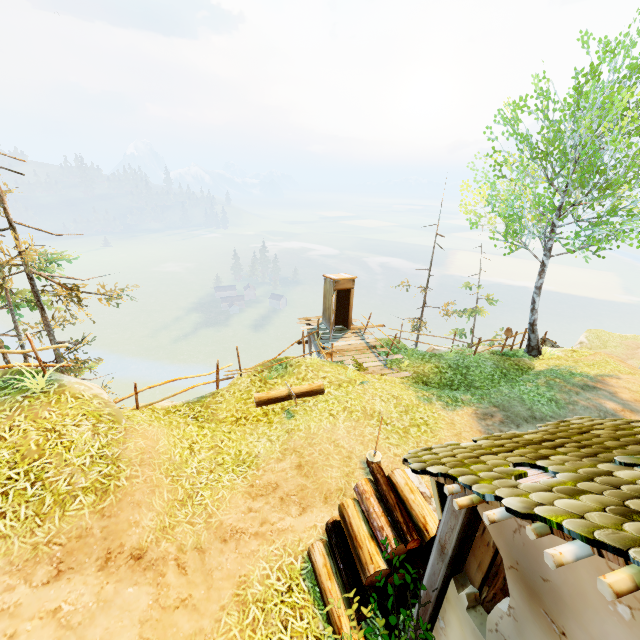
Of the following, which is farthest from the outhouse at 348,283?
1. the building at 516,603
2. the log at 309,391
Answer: the building at 516,603

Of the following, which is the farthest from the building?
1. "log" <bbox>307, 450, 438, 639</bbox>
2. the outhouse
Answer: the outhouse

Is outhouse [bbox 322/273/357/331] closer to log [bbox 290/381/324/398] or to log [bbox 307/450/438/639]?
log [bbox 290/381/324/398]

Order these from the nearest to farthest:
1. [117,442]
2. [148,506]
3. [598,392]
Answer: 1. [148,506]
2. [117,442]
3. [598,392]

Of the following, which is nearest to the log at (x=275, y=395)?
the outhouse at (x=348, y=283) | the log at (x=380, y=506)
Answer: the log at (x=380, y=506)

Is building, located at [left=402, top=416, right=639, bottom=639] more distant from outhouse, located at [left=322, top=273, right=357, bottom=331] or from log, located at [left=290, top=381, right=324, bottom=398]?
outhouse, located at [left=322, top=273, right=357, bottom=331]

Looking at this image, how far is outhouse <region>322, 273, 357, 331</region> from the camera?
14.7m
